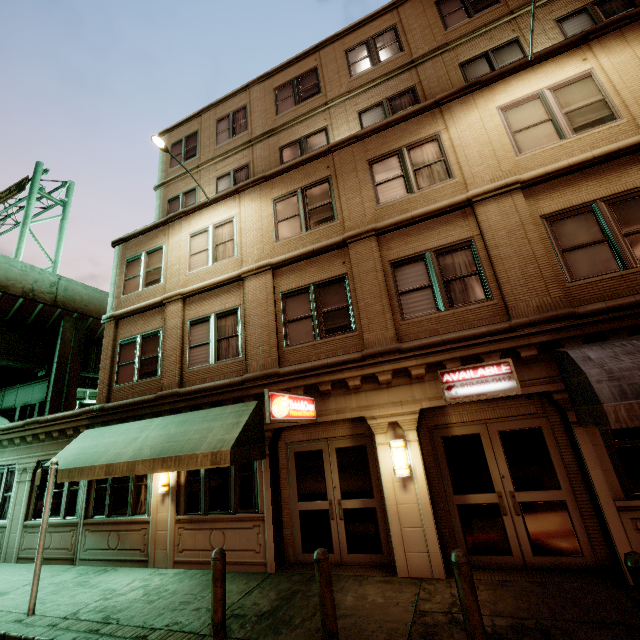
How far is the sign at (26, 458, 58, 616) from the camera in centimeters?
698cm

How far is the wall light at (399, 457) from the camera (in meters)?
7.00

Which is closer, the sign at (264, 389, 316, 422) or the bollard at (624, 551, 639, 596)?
the bollard at (624, 551, 639, 596)

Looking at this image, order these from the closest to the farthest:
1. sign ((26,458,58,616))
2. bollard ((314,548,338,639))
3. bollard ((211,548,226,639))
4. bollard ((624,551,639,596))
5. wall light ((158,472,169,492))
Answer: bollard ((624,551,639,596)), bollard ((314,548,338,639)), bollard ((211,548,226,639)), sign ((26,458,58,616)), wall light ((158,472,169,492))

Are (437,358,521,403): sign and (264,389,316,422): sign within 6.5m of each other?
yes

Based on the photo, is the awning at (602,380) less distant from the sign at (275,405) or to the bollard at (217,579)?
the sign at (275,405)

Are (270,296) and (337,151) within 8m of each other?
yes

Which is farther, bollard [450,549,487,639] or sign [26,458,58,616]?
sign [26,458,58,616]
